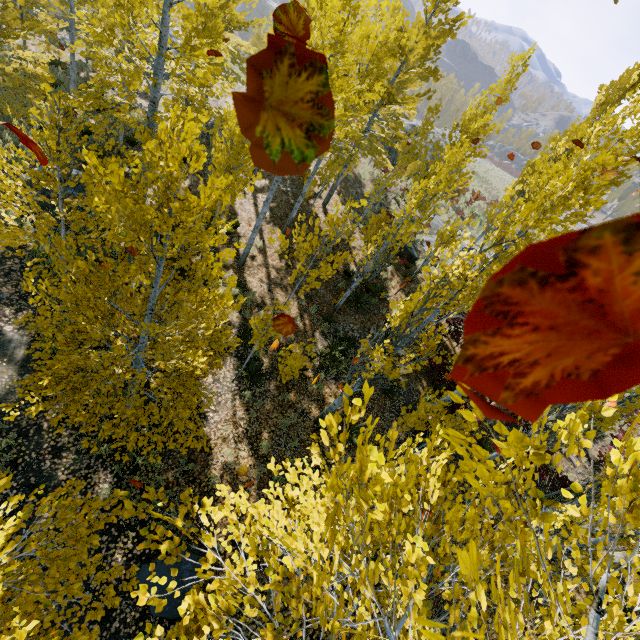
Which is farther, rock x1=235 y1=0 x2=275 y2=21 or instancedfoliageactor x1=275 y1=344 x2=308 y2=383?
rock x1=235 y1=0 x2=275 y2=21

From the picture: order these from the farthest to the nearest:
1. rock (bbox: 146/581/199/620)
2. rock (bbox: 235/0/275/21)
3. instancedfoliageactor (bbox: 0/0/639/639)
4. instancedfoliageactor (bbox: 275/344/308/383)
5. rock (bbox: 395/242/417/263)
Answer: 1. rock (bbox: 235/0/275/21)
2. rock (bbox: 395/242/417/263)
3. instancedfoliageactor (bbox: 275/344/308/383)
4. rock (bbox: 146/581/199/620)
5. instancedfoliageactor (bbox: 0/0/639/639)

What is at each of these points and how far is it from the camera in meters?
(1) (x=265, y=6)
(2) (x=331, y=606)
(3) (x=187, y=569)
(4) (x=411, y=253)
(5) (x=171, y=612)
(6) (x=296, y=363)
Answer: (1) rock, 56.4 m
(2) instancedfoliageactor, 3.6 m
(3) rock, 6.6 m
(4) rock, 18.3 m
(5) rock, 6.4 m
(6) instancedfoliageactor, 8.8 m

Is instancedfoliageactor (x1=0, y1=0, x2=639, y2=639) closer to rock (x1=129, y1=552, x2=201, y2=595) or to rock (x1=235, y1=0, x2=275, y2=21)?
rock (x1=129, y1=552, x2=201, y2=595)

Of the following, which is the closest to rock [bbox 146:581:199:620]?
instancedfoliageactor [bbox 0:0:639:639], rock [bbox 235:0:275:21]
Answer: instancedfoliageactor [bbox 0:0:639:639]

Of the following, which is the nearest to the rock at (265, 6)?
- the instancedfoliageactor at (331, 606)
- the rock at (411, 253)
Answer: the instancedfoliageactor at (331, 606)

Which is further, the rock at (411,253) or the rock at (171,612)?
the rock at (411,253)
